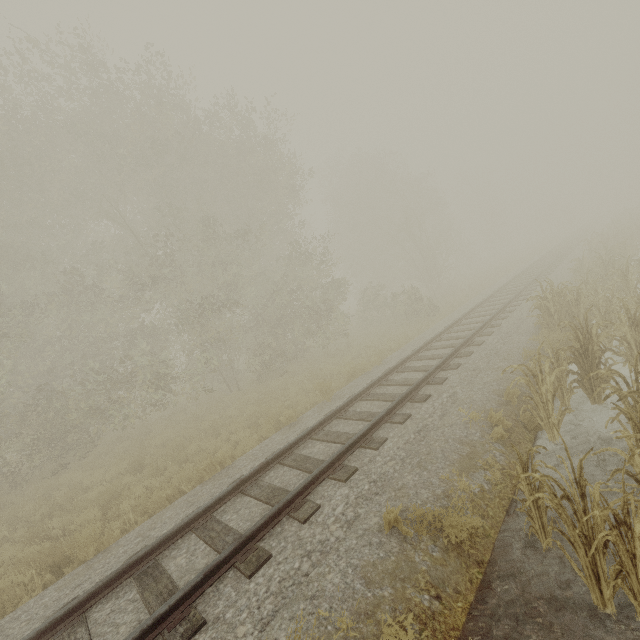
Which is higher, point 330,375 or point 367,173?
point 367,173
